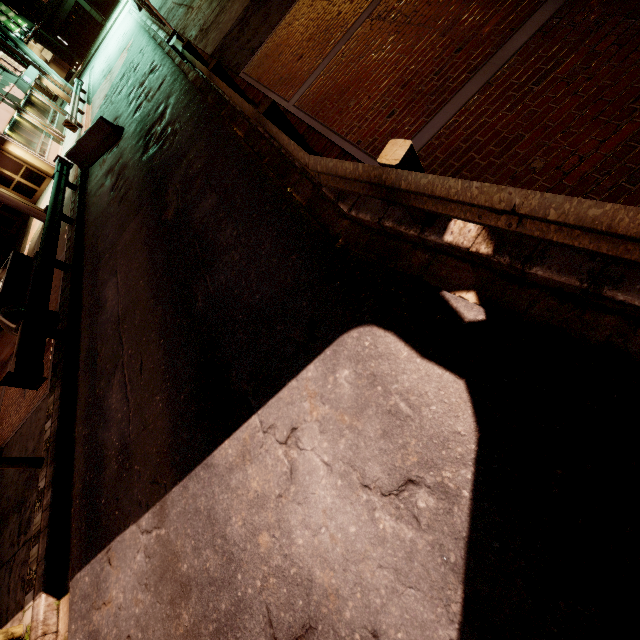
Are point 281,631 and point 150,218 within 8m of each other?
no

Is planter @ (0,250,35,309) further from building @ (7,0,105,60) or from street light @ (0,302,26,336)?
building @ (7,0,105,60)

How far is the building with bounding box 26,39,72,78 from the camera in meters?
52.2

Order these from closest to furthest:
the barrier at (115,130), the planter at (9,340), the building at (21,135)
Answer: the planter at (9,340)
the barrier at (115,130)
the building at (21,135)

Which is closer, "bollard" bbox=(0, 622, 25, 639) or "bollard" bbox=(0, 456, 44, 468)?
"bollard" bbox=(0, 622, 25, 639)

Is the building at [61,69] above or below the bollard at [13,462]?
above

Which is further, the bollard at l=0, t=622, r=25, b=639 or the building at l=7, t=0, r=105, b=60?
the building at l=7, t=0, r=105, b=60

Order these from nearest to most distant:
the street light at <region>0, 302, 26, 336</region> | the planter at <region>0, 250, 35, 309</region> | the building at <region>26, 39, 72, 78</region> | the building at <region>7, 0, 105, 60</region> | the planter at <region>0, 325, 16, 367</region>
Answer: the street light at <region>0, 302, 26, 336</region>, the planter at <region>0, 325, 16, 367</region>, the planter at <region>0, 250, 35, 309</region>, the building at <region>7, 0, 105, 60</region>, the building at <region>26, 39, 72, 78</region>
